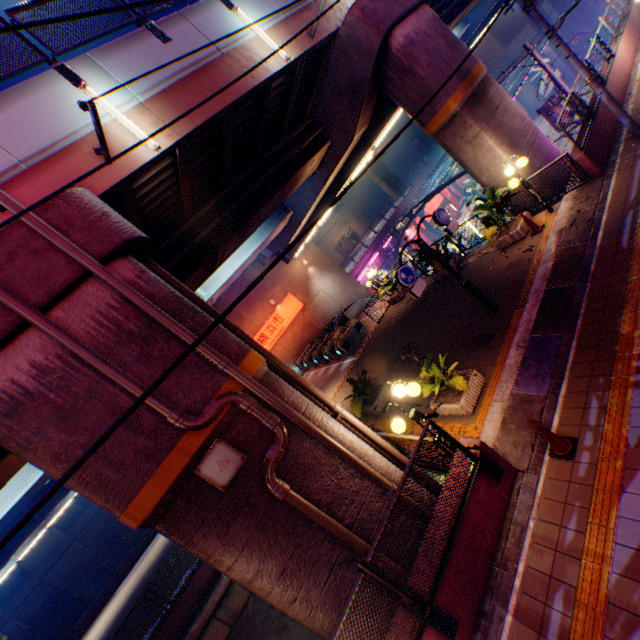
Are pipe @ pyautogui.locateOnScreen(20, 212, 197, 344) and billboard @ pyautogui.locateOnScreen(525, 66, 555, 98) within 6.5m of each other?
no

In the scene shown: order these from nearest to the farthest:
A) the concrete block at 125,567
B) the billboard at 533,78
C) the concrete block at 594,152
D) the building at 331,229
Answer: the concrete block at 594,152 → the concrete block at 125,567 → the billboard at 533,78 → the building at 331,229

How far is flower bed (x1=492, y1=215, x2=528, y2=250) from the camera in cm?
1079

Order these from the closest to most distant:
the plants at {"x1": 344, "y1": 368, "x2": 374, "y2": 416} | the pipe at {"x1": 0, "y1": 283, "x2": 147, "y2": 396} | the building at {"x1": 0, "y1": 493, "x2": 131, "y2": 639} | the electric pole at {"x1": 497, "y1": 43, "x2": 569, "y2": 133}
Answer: the pipe at {"x1": 0, "y1": 283, "x2": 147, "y2": 396}, the plants at {"x1": 344, "y1": 368, "x2": 374, "y2": 416}, the electric pole at {"x1": 497, "y1": 43, "x2": 569, "y2": 133}, the building at {"x1": 0, "y1": 493, "x2": 131, "y2": 639}

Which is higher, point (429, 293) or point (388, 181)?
point (388, 181)

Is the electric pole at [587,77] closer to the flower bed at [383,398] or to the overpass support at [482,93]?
the overpass support at [482,93]

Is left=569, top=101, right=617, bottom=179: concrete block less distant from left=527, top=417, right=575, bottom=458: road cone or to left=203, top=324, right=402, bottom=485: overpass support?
left=203, top=324, right=402, bottom=485: overpass support

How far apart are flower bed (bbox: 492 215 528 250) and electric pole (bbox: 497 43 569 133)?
8.99m
